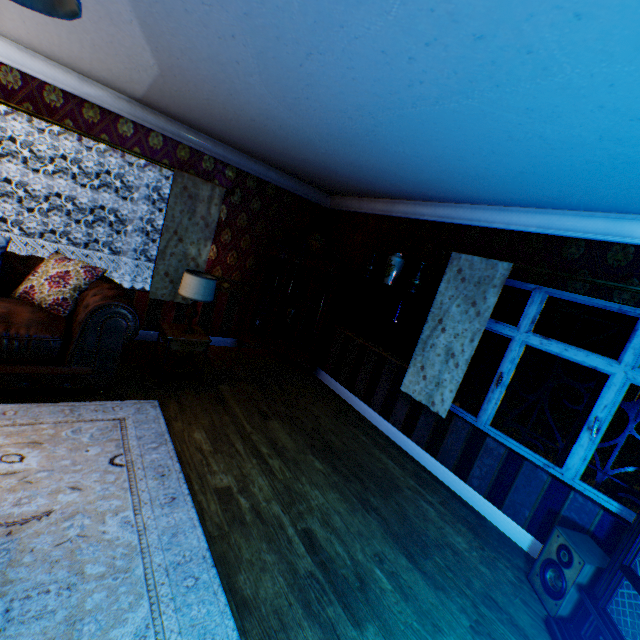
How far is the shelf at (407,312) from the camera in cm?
421

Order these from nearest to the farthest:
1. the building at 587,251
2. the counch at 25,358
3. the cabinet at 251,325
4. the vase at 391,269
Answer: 1. the building at 587,251
2. the counch at 25,358
3. the vase at 391,269
4. the cabinet at 251,325

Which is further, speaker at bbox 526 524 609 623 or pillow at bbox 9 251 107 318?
pillow at bbox 9 251 107 318

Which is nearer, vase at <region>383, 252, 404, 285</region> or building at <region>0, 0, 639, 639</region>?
building at <region>0, 0, 639, 639</region>

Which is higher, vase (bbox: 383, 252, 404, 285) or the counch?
vase (bbox: 383, 252, 404, 285)

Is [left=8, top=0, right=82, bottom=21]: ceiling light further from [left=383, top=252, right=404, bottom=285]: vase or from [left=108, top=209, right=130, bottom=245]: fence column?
[left=108, top=209, right=130, bottom=245]: fence column

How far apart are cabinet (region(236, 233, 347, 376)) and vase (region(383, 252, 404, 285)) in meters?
1.0 m

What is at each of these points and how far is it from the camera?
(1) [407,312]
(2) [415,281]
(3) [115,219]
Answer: (1) shelf, 4.5m
(2) vase, 4.2m
(3) fence column, 10.5m
